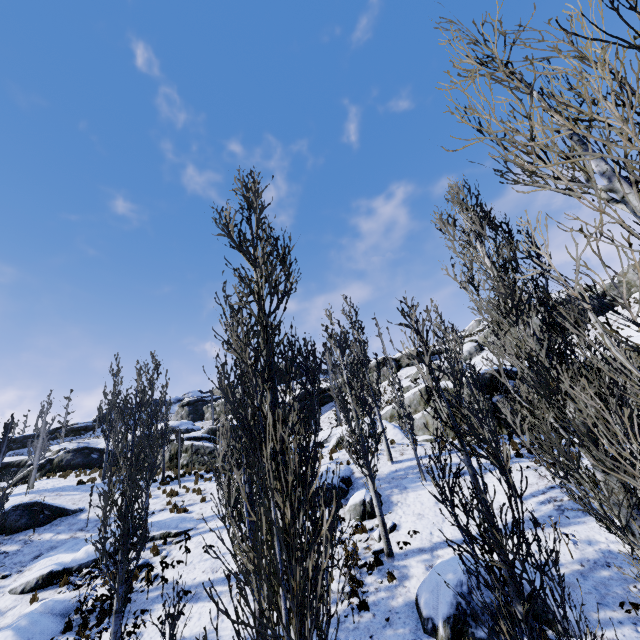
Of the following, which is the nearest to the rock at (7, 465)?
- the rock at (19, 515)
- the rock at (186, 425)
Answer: the rock at (186, 425)

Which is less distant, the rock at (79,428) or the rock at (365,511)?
the rock at (365,511)

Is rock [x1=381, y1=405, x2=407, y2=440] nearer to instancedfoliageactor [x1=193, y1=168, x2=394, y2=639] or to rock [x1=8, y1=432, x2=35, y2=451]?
instancedfoliageactor [x1=193, y1=168, x2=394, y2=639]

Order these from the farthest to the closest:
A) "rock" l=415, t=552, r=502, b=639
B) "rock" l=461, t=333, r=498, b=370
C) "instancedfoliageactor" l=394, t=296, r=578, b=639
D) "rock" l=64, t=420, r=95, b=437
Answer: "rock" l=64, t=420, r=95, b=437
"rock" l=461, t=333, r=498, b=370
"rock" l=415, t=552, r=502, b=639
"instancedfoliageactor" l=394, t=296, r=578, b=639

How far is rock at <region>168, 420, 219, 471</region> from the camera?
26.31m

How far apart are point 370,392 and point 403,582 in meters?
9.0 m

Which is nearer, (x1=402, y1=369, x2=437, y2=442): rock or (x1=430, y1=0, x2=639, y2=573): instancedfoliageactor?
(x1=430, y1=0, x2=639, y2=573): instancedfoliageactor

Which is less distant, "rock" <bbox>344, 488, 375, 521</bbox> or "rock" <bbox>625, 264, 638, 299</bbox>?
"rock" <bbox>344, 488, 375, 521</bbox>
